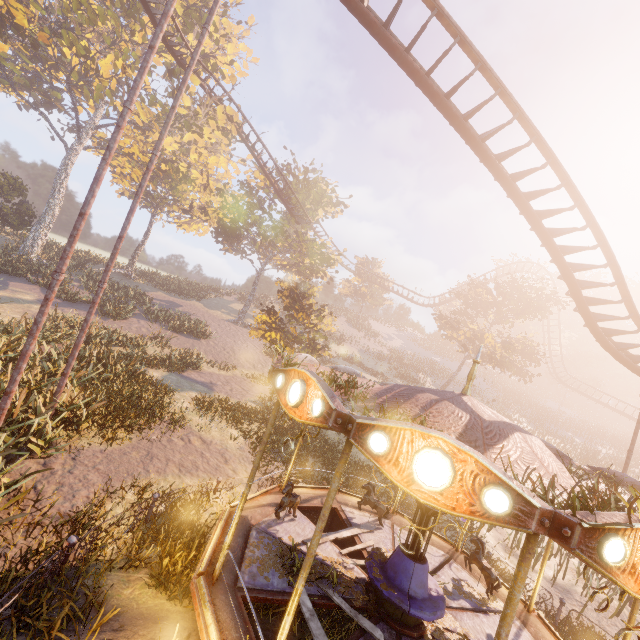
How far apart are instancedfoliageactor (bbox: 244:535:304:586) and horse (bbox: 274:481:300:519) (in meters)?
0.41

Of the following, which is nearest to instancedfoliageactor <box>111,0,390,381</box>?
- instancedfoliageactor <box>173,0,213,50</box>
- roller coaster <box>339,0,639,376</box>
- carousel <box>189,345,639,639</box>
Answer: carousel <box>189,345,639,639</box>

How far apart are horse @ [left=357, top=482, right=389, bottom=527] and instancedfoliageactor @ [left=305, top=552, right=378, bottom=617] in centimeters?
208cm

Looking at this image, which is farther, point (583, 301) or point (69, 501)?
point (583, 301)

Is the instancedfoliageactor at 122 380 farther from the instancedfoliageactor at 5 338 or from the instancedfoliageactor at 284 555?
the instancedfoliageactor at 284 555

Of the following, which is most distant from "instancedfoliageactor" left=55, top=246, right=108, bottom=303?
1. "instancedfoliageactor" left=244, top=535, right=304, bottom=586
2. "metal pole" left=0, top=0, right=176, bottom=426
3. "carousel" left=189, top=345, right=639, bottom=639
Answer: "metal pole" left=0, top=0, right=176, bottom=426

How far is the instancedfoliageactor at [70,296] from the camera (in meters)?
22.45

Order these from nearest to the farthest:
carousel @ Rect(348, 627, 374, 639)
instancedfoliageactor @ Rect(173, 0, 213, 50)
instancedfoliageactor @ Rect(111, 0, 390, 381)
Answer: carousel @ Rect(348, 627, 374, 639), instancedfoliageactor @ Rect(111, 0, 390, 381), instancedfoliageactor @ Rect(173, 0, 213, 50)
